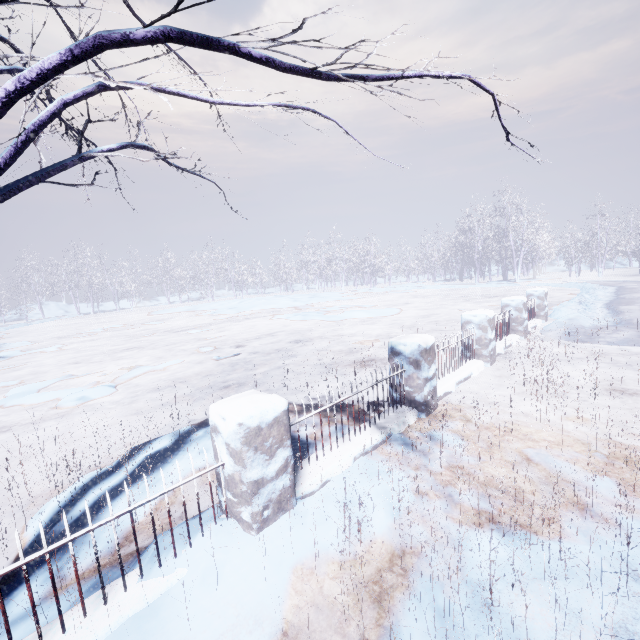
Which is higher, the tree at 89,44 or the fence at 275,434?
the tree at 89,44

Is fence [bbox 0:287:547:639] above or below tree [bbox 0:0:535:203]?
below

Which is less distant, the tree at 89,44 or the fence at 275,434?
the tree at 89,44

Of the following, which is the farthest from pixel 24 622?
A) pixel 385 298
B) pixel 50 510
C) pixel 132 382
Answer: pixel 385 298

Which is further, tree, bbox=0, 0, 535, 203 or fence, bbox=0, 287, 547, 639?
fence, bbox=0, 287, 547, 639
